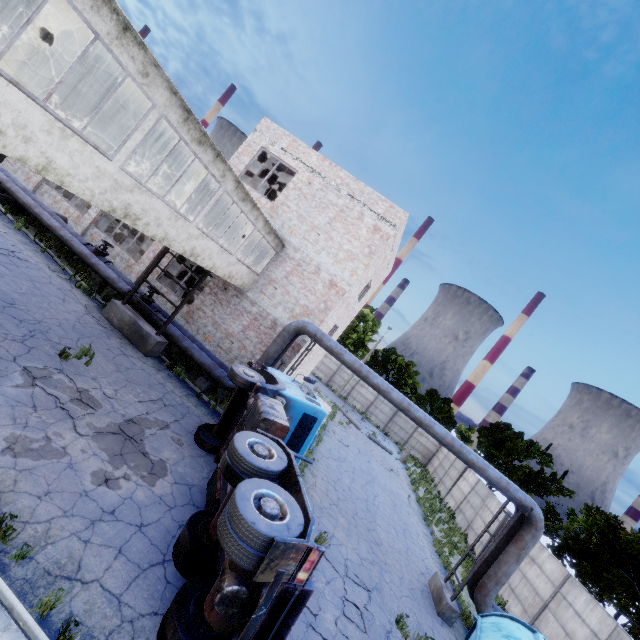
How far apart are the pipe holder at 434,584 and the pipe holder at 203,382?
12.03m

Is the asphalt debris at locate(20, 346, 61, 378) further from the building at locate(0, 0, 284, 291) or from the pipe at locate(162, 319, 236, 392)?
the building at locate(0, 0, 284, 291)

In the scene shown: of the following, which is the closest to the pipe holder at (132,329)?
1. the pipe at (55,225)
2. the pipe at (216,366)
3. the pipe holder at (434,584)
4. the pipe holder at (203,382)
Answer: the pipe at (216,366)

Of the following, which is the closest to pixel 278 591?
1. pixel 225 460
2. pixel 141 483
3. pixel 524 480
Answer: pixel 225 460

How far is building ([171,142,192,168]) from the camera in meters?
11.9

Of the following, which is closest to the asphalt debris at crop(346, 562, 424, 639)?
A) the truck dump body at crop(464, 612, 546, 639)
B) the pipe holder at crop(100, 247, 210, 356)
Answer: the truck dump body at crop(464, 612, 546, 639)

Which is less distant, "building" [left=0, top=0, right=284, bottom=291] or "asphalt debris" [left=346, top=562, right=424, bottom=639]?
"building" [left=0, top=0, right=284, bottom=291]
